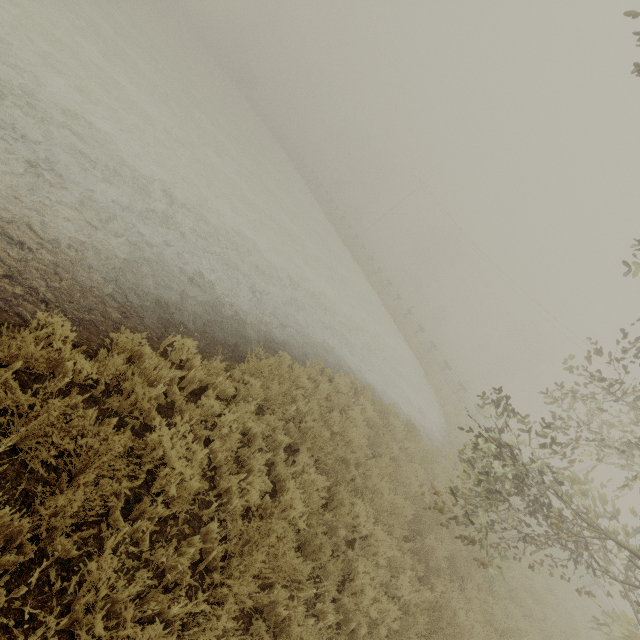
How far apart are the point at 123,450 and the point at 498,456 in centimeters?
704cm
